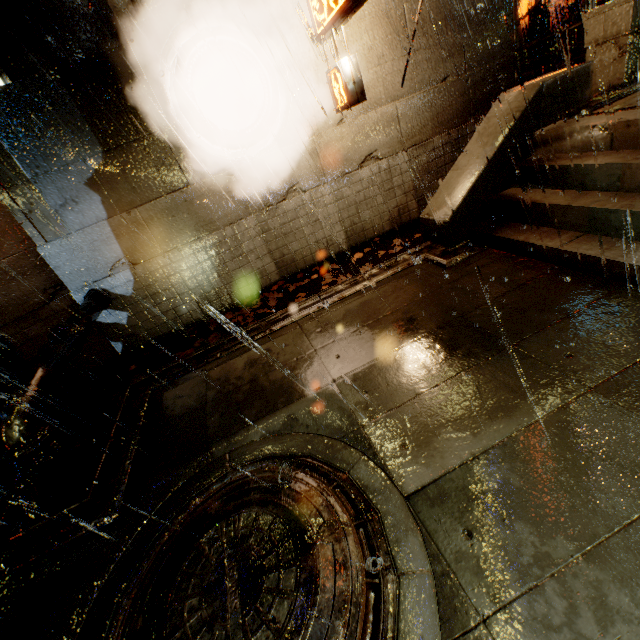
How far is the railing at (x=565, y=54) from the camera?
7.19m

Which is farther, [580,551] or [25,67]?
[25,67]

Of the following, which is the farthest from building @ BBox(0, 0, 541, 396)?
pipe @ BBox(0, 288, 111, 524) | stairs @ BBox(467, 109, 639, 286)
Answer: stairs @ BBox(467, 109, 639, 286)

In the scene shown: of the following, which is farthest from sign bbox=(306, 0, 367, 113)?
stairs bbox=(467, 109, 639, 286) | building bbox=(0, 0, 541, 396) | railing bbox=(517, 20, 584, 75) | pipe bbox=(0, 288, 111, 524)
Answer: pipe bbox=(0, 288, 111, 524)

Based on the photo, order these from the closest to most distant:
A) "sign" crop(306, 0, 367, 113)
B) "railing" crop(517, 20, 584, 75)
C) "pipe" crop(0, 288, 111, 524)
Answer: "pipe" crop(0, 288, 111, 524) → "sign" crop(306, 0, 367, 113) → "railing" crop(517, 20, 584, 75)

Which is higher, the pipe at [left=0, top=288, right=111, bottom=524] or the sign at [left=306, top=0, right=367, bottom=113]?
the sign at [left=306, top=0, right=367, bottom=113]

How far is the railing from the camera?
7.19m

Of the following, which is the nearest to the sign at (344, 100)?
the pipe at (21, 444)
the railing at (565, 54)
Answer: the railing at (565, 54)
